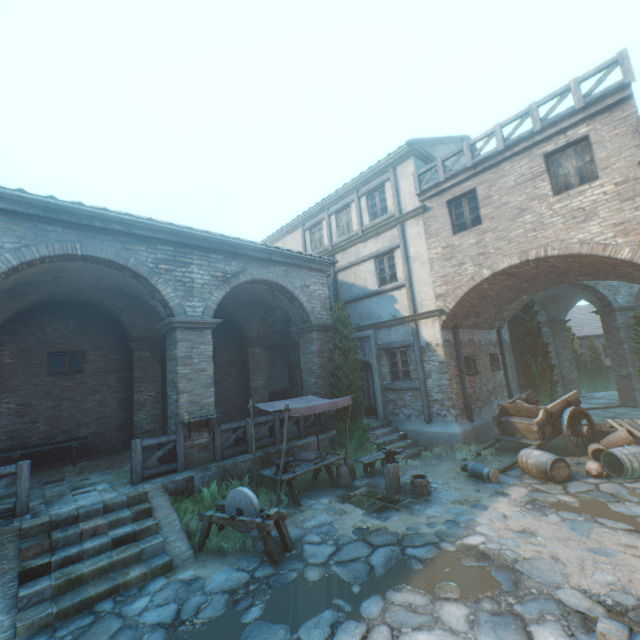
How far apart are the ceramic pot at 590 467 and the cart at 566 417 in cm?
129

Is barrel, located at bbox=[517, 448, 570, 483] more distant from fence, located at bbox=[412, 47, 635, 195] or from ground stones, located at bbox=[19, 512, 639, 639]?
fence, located at bbox=[412, 47, 635, 195]

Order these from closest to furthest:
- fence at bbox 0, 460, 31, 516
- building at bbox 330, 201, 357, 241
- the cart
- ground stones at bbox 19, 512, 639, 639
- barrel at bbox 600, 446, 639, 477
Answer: ground stones at bbox 19, 512, 639, 639 → fence at bbox 0, 460, 31, 516 → barrel at bbox 600, 446, 639, 477 → the cart → building at bbox 330, 201, 357, 241

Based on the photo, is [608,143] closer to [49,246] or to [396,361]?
[396,361]

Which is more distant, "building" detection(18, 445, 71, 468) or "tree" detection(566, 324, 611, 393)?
"tree" detection(566, 324, 611, 393)

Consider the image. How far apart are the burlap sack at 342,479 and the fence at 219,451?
2.1m

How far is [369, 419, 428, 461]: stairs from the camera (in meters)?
10.89

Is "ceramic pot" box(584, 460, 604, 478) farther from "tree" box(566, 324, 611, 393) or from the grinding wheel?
"tree" box(566, 324, 611, 393)
